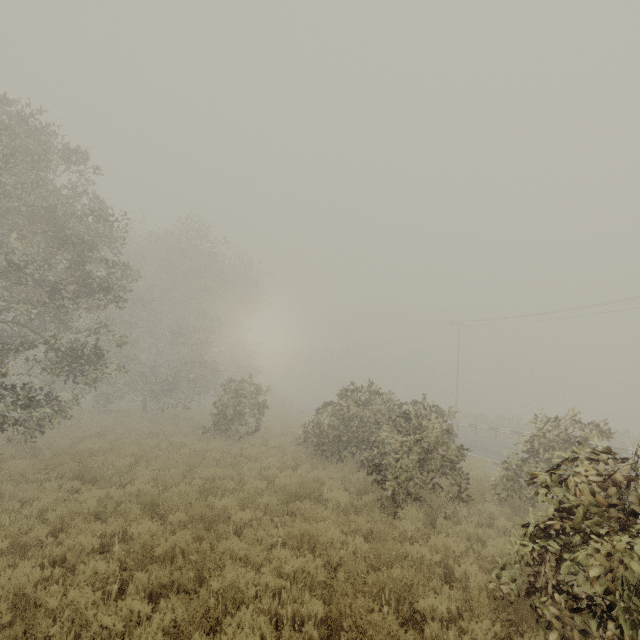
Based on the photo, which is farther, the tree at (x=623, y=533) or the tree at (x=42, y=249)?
the tree at (x=42, y=249)

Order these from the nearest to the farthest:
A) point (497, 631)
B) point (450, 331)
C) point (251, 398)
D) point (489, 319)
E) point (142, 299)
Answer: point (497, 631)
point (251, 398)
point (142, 299)
point (489, 319)
point (450, 331)

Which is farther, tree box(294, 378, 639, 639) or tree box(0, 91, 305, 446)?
tree box(0, 91, 305, 446)
